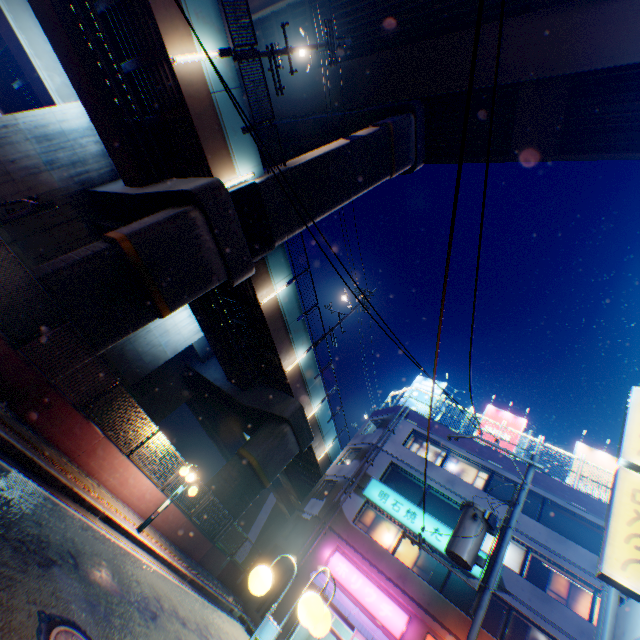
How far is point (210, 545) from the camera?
15.3m

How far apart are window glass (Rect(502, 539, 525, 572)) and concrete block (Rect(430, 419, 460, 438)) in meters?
3.3 m

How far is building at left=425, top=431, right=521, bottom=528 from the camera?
18.77m

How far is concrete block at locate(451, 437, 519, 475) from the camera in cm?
1995

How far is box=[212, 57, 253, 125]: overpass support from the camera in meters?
11.9

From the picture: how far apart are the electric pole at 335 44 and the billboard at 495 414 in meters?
24.6

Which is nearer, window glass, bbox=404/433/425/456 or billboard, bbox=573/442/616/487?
billboard, bbox=573/442/616/487

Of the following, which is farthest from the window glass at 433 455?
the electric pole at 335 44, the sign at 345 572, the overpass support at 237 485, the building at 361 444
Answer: the electric pole at 335 44
